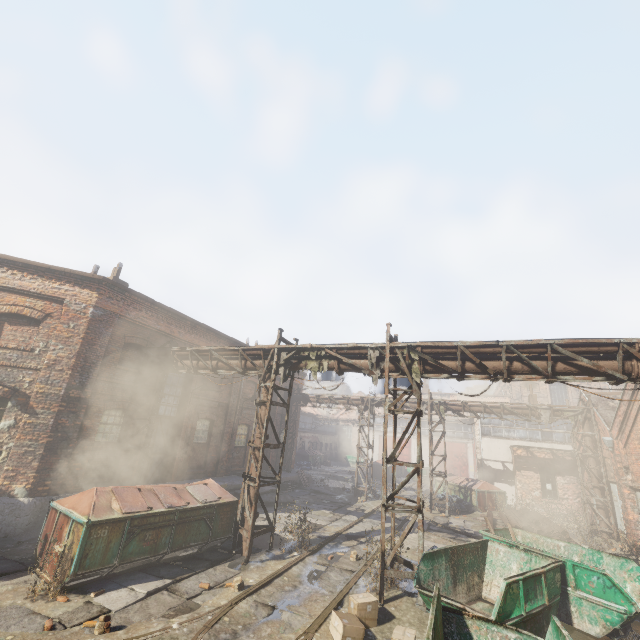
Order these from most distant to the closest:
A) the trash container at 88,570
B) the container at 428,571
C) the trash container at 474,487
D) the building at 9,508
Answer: the trash container at 474,487, the building at 9,508, the trash container at 88,570, the container at 428,571

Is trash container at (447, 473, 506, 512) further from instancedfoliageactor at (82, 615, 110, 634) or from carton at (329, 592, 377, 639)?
instancedfoliageactor at (82, 615, 110, 634)

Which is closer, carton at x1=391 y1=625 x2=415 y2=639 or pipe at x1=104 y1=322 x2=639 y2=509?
carton at x1=391 y1=625 x2=415 y2=639

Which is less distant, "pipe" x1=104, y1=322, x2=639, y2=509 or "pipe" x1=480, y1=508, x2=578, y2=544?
"pipe" x1=104, y1=322, x2=639, y2=509

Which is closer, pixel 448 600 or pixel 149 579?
pixel 448 600

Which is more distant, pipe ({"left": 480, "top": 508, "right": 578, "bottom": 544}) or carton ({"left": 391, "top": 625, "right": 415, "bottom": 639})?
pipe ({"left": 480, "top": 508, "right": 578, "bottom": 544})

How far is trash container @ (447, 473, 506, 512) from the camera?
20.1m

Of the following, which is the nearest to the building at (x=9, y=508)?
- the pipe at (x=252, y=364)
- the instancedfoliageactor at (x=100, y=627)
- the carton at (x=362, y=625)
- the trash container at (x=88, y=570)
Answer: the pipe at (x=252, y=364)
